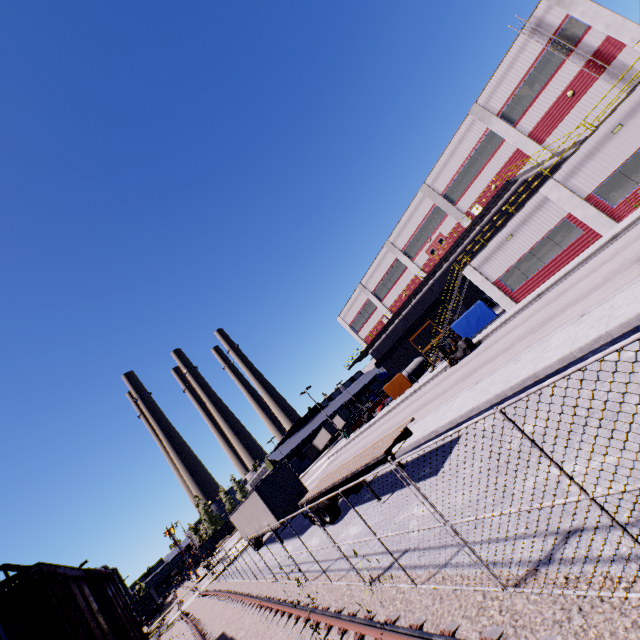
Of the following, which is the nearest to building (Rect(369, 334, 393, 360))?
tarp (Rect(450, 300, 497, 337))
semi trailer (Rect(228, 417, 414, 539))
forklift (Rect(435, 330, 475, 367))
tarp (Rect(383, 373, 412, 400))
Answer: semi trailer (Rect(228, 417, 414, 539))

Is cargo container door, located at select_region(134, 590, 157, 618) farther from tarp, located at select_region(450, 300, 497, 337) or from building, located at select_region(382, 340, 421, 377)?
tarp, located at select_region(450, 300, 497, 337)

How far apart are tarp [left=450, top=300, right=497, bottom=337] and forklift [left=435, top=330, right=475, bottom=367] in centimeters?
328cm

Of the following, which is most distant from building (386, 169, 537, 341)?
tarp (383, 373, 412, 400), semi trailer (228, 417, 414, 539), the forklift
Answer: the forklift

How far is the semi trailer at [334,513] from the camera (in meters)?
15.36

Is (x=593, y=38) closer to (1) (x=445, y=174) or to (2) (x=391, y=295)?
(1) (x=445, y=174)

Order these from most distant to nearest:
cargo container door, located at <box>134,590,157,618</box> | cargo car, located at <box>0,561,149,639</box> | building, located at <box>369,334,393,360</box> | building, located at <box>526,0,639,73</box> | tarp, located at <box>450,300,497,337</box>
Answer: cargo container door, located at <box>134,590,157,618</box> < building, located at <box>369,334,393,360</box> < tarp, located at <box>450,300,497,337</box> < building, located at <box>526,0,639,73</box> < cargo car, located at <box>0,561,149,639</box>

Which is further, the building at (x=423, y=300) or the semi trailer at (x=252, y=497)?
the building at (x=423, y=300)
